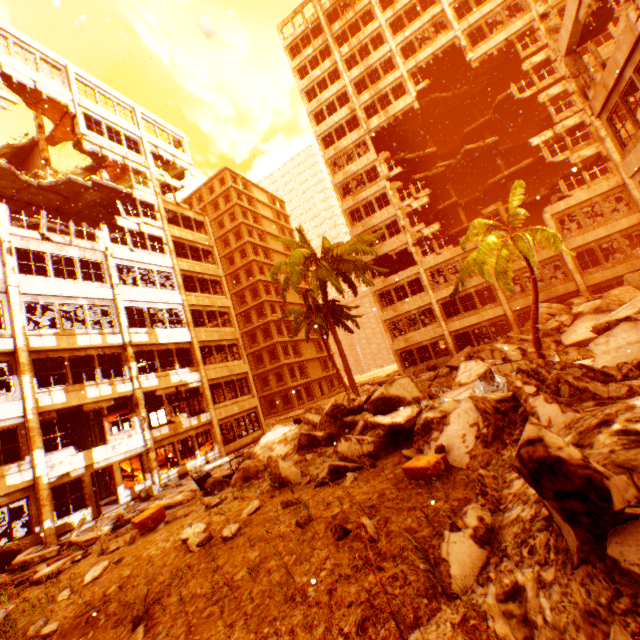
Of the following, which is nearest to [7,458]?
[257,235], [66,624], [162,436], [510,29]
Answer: [162,436]

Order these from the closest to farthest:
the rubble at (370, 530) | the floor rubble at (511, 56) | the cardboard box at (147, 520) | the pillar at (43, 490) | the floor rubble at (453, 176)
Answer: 1. the rubble at (370, 530)
2. the cardboard box at (147, 520)
3. the pillar at (43, 490)
4. the floor rubble at (511, 56)
5. the floor rubble at (453, 176)

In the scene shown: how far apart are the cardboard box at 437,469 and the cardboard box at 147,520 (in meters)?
6.79

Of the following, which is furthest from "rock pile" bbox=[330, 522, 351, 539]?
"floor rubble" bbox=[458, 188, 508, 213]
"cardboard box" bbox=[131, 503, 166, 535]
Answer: "floor rubble" bbox=[458, 188, 508, 213]

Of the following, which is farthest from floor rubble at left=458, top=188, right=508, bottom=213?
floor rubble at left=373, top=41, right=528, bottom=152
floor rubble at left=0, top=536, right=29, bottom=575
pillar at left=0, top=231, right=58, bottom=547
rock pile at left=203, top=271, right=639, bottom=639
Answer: floor rubble at left=0, top=536, right=29, bottom=575

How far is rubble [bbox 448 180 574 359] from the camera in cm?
1496

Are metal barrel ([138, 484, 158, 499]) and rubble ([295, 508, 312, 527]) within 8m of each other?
no

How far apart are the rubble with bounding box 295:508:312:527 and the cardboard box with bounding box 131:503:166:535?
5.2m
